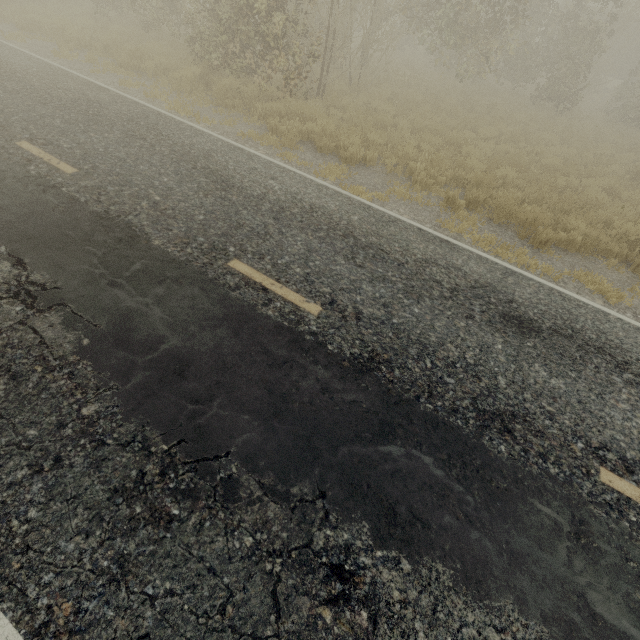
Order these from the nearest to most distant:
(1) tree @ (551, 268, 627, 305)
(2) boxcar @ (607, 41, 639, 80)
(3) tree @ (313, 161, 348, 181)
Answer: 1. (1) tree @ (551, 268, 627, 305)
2. (3) tree @ (313, 161, 348, 181)
3. (2) boxcar @ (607, 41, 639, 80)

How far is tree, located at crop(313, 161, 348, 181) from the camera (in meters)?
7.54

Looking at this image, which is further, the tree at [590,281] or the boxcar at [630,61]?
the boxcar at [630,61]

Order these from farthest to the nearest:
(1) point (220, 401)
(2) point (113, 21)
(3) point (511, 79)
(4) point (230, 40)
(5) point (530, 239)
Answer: (3) point (511, 79), (2) point (113, 21), (4) point (230, 40), (5) point (530, 239), (1) point (220, 401)

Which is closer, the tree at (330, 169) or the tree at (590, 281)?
the tree at (590, 281)

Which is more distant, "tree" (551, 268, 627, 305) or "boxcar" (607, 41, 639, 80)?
"boxcar" (607, 41, 639, 80)

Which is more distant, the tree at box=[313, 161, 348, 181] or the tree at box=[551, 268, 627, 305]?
the tree at box=[313, 161, 348, 181]
